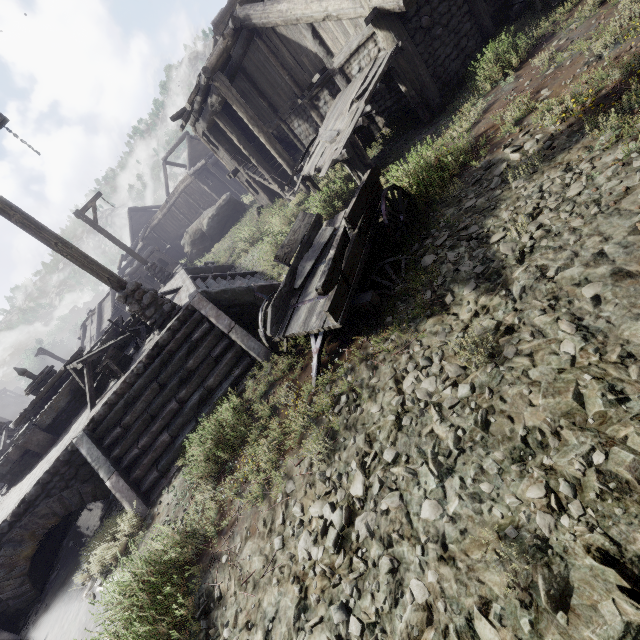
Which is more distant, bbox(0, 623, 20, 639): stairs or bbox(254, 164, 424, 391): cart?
bbox(0, 623, 20, 639): stairs

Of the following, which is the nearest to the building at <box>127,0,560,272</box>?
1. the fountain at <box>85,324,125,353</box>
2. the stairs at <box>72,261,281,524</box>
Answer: the stairs at <box>72,261,281,524</box>

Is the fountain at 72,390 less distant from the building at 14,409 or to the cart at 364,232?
the cart at 364,232

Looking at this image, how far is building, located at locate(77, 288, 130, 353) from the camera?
25.30m

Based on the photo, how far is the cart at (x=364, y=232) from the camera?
4.4 meters

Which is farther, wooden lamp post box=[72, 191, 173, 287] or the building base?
wooden lamp post box=[72, 191, 173, 287]

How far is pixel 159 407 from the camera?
6.62m

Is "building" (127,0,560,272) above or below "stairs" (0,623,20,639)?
above
